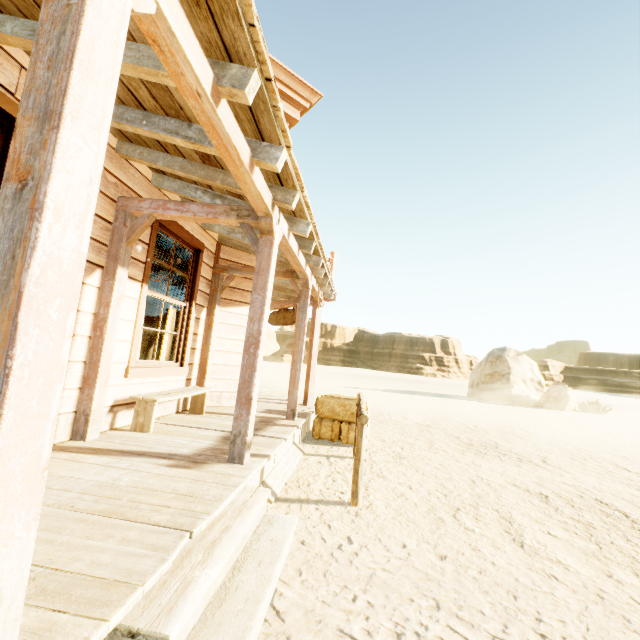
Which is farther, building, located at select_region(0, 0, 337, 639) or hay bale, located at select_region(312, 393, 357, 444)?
hay bale, located at select_region(312, 393, 357, 444)

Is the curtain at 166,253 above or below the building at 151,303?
above

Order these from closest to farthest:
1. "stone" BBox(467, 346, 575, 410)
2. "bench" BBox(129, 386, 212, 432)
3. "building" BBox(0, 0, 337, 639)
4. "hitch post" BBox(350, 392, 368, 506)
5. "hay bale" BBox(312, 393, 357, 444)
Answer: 1. "building" BBox(0, 0, 337, 639)
2. "hitch post" BBox(350, 392, 368, 506)
3. "bench" BBox(129, 386, 212, 432)
4. "hay bale" BBox(312, 393, 357, 444)
5. "stone" BBox(467, 346, 575, 410)

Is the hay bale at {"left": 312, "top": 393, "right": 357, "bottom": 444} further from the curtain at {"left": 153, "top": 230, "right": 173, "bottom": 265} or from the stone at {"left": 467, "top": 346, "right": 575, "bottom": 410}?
the stone at {"left": 467, "top": 346, "right": 575, "bottom": 410}

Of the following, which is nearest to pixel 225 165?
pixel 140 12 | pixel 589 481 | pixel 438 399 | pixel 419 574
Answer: pixel 140 12

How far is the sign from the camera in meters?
9.5 m

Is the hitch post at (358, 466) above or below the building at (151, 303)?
below

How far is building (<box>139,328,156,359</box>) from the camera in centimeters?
839cm
